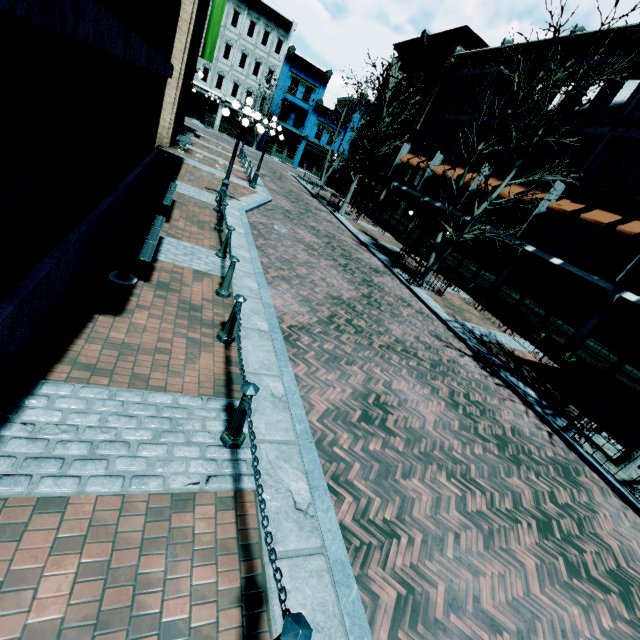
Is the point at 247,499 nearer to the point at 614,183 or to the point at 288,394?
the point at 288,394

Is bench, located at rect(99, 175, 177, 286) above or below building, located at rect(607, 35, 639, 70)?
below

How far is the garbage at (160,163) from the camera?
10.91m

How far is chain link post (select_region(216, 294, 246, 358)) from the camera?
4.6 meters

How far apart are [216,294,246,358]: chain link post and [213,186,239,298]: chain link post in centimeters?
292cm

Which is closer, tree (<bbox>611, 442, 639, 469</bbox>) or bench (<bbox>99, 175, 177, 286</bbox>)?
bench (<bbox>99, 175, 177, 286</bbox>)

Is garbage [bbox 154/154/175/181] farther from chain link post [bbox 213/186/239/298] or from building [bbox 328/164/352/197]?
building [bbox 328/164/352/197]

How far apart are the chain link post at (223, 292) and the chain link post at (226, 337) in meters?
2.9 m
